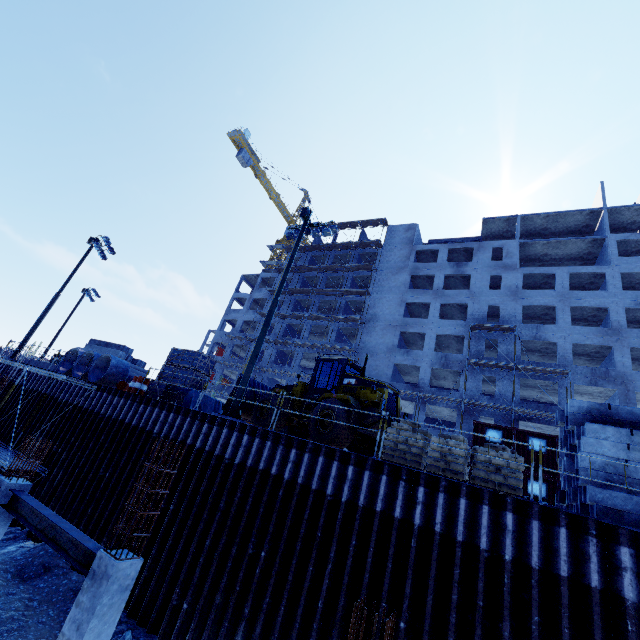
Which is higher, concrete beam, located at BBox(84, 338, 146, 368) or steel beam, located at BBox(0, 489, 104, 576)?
concrete beam, located at BBox(84, 338, 146, 368)

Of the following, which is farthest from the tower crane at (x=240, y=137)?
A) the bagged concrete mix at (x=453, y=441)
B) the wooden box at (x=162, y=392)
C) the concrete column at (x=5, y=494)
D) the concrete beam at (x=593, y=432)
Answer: the concrete beam at (x=593, y=432)

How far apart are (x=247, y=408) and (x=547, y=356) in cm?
3285

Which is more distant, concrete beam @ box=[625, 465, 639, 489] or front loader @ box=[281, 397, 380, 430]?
front loader @ box=[281, 397, 380, 430]

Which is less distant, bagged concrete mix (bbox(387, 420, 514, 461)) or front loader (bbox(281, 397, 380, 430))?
bagged concrete mix (bbox(387, 420, 514, 461))

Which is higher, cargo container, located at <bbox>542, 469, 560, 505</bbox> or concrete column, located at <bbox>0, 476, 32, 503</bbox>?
cargo container, located at <bbox>542, 469, 560, 505</bbox>

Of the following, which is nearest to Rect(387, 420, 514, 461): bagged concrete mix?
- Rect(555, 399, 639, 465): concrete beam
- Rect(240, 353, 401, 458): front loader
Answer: Rect(240, 353, 401, 458): front loader

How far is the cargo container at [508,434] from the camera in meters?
20.0 m
